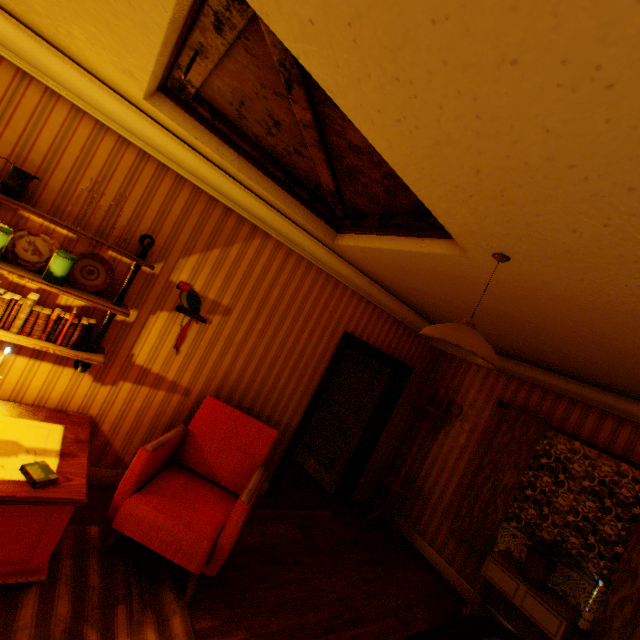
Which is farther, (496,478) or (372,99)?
(496,478)

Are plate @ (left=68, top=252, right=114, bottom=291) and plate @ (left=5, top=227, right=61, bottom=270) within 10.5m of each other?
yes

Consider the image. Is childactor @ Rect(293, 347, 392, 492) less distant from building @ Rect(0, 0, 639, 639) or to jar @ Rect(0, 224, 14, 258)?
building @ Rect(0, 0, 639, 639)

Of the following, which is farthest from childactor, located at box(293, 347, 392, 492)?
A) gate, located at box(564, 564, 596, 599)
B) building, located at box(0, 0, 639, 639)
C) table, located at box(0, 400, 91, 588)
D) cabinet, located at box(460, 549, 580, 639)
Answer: gate, located at box(564, 564, 596, 599)

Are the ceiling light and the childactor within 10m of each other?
yes

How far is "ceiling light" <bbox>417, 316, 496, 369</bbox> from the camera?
1.8m

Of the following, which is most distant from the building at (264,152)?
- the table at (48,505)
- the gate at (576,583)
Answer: the gate at (576,583)

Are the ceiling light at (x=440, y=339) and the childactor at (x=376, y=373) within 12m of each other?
yes
